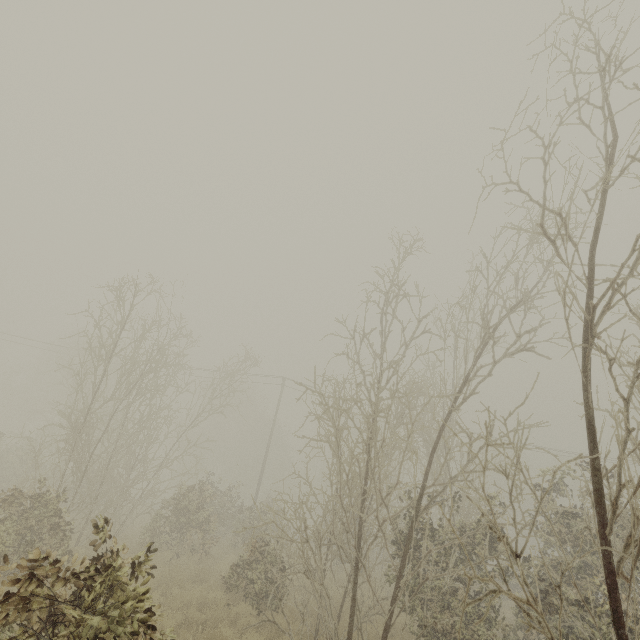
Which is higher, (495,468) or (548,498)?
(548,498)
